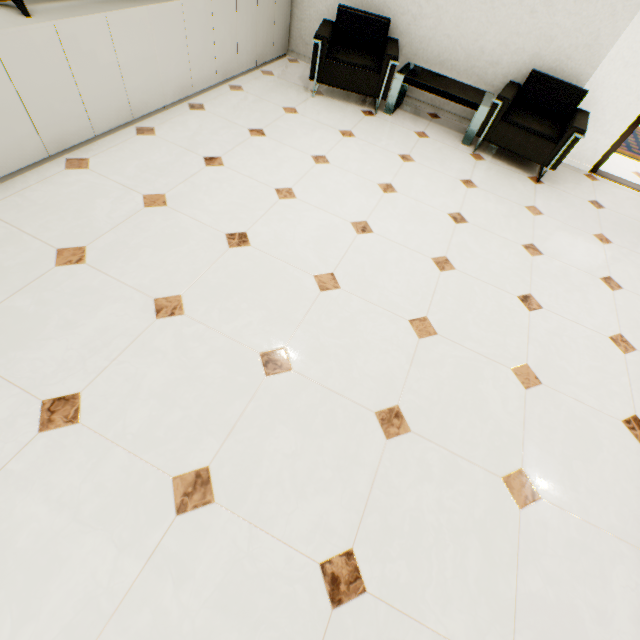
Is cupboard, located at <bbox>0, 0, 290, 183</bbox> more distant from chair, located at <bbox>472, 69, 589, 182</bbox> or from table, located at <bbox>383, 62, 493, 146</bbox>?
chair, located at <bbox>472, 69, 589, 182</bbox>

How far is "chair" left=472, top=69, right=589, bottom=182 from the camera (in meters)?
3.59

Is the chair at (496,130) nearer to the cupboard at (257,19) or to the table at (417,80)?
the table at (417,80)

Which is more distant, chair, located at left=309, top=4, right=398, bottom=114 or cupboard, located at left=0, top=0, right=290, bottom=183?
chair, located at left=309, top=4, right=398, bottom=114

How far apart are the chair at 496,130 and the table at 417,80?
0.10m

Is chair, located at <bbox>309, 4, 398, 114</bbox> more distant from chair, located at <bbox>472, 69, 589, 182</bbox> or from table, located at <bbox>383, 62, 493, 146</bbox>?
chair, located at <bbox>472, 69, 589, 182</bbox>

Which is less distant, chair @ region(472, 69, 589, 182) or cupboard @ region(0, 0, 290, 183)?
cupboard @ region(0, 0, 290, 183)

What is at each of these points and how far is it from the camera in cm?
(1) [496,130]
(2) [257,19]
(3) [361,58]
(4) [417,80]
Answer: (1) chair, 378
(2) cupboard, 391
(3) chair, 400
(4) table, 389
